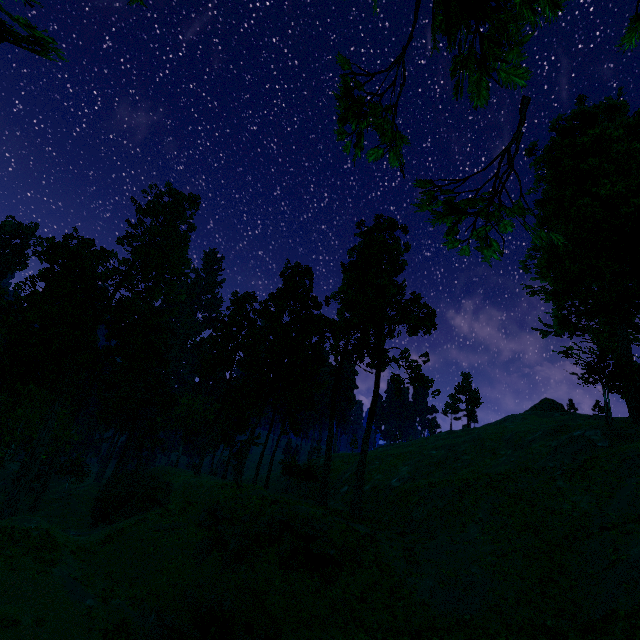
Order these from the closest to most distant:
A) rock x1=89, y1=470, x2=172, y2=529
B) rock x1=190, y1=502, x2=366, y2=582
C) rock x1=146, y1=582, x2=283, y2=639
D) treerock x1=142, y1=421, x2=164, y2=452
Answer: rock x1=146, y1=582, x2=283, y2=639 → rock x1=190, y1=502, x2=366, y2=582 → rock x1=89, y1=470, x2=172, y2=529 → treerock x1=142, y1=421, x2=164, y2=452

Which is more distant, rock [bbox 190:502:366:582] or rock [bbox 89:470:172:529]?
rock [bbox 89:470:172:529]

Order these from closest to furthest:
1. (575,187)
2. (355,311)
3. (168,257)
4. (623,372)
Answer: (575,187)
(355,311)
(623,372)
(168,257)

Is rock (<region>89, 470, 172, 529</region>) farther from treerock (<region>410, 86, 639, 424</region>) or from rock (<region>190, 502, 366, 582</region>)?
rock (<region>190, 502, 366, 582</region>)

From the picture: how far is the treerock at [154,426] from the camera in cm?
4894

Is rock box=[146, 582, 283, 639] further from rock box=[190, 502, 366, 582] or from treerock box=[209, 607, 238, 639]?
treerock box=[209, 607, 238, 639]

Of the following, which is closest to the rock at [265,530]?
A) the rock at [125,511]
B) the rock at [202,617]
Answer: the rock at [202,617]

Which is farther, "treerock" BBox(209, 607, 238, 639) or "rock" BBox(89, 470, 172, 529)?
"rock" BBox(89, 470, 172, 529)
